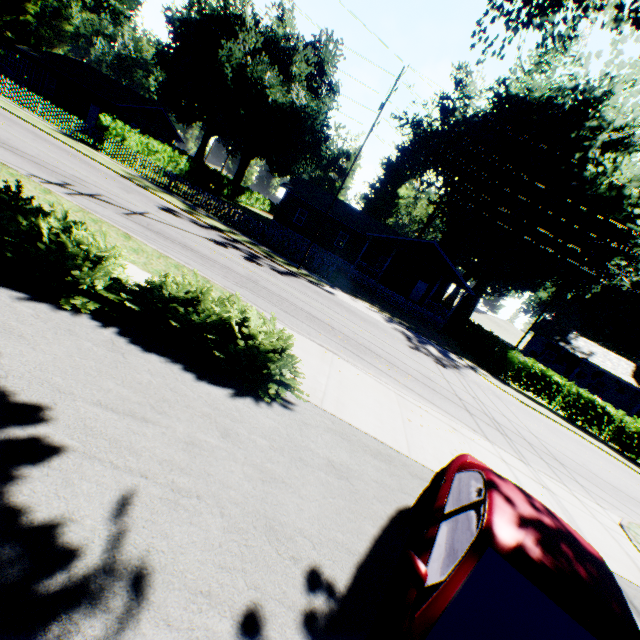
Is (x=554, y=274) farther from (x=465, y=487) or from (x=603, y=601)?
(x=603, y=601)

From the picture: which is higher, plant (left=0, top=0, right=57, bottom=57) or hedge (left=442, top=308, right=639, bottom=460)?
plant (left=0, top=0, right=57, bottom=57)

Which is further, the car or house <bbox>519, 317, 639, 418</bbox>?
house <bbox>519, 317, 639, 418</bbox>

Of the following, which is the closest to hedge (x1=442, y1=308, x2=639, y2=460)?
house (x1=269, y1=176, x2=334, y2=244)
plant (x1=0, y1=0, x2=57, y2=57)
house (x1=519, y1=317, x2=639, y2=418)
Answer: house (x1=269, y1=176, x2=334, y2=244)

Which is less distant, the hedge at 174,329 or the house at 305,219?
the hedge at 174,329

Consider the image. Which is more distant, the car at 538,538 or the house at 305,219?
the house at 305,219

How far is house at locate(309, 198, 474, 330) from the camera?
29.0 meters
